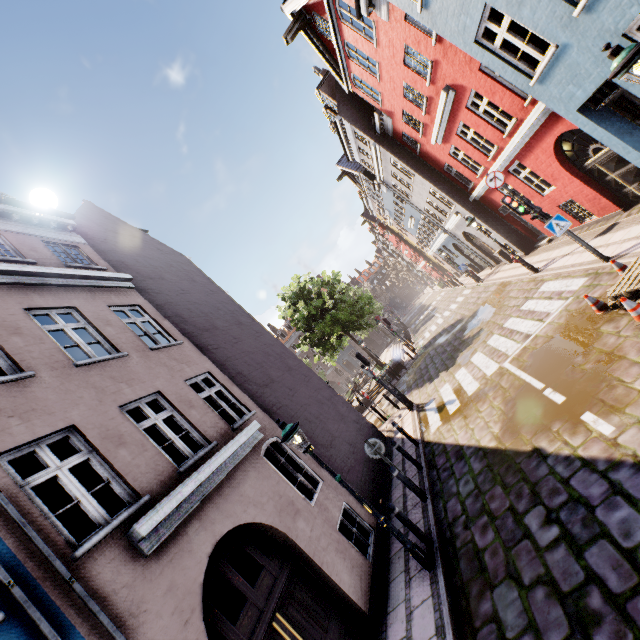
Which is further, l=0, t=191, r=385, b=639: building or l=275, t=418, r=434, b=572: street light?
l=275, t=418, r=434, b=572: street light

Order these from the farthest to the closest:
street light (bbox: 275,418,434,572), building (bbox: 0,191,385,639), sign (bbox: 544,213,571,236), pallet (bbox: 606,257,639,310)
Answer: sign (bbox: 544,213,571,236) < pallet (bbox: 606,257,639,310) < street light (bbox: 275,418,434,572) < building (bbox: 0,191,385,639)

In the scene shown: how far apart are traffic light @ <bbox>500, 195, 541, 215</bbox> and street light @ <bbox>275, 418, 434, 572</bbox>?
8.7 meters

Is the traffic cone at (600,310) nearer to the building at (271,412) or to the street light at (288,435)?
the building at (271,412)

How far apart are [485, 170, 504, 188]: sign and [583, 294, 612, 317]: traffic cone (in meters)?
4.02

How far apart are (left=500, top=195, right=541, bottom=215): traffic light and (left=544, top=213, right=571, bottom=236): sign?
0.37m

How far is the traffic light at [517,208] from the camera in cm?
942

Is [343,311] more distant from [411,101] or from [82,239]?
[82,239]
